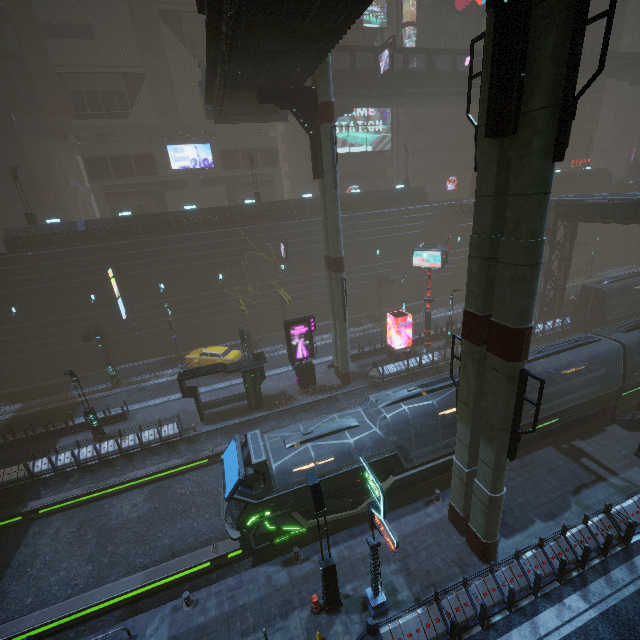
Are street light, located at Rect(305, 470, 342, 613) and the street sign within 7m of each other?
yes

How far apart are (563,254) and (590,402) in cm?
1745

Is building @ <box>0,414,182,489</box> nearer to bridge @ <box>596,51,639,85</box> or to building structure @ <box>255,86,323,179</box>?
bridge @ <box>596,51,639,85</box>

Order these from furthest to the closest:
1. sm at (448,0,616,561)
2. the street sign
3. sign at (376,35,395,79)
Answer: sign at (376,35,395,79)
the street sign
sm at (448,0,616,561)

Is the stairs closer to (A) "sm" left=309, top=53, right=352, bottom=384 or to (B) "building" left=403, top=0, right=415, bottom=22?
(B) "building" left=403, top=0, right=415, bottom=22

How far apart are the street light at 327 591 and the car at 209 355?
18.28m

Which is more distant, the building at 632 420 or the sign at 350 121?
the sign at 350 121

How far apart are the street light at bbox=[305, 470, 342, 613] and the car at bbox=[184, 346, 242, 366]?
18.3m
